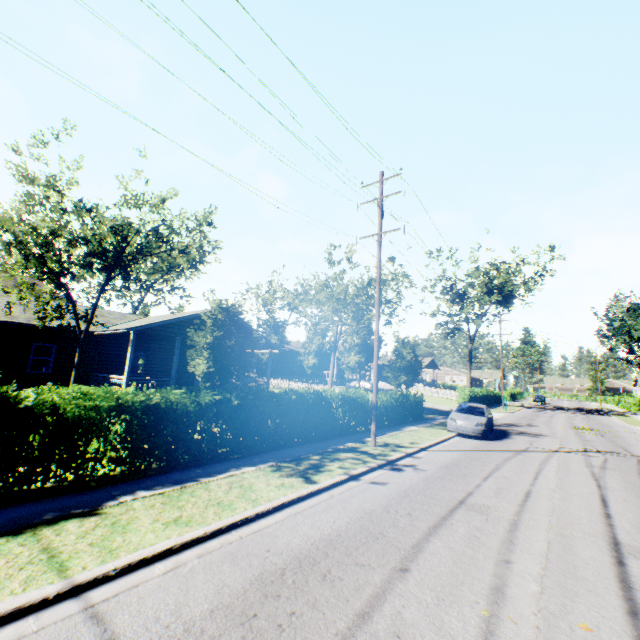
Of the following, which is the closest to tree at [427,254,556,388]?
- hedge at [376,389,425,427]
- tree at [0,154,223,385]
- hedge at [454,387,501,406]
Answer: hedge at [454,387,501,406]

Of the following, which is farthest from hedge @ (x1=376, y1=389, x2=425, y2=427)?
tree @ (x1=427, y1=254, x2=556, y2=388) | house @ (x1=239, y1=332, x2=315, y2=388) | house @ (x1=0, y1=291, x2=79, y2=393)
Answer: house @ (x1=239, y1=332, x2=315, y2=388)

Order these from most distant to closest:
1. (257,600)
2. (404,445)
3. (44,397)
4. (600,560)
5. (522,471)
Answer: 1. (404,445)
2. (522,471)
3. (44,397)
4. (600,560)
5. (257,600)

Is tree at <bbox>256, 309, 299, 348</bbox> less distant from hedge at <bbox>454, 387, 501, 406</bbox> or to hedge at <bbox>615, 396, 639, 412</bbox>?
hedge at <bbox>454, 387, 501, 406</bbox>

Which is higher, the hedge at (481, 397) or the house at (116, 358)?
the house at (116, 358)

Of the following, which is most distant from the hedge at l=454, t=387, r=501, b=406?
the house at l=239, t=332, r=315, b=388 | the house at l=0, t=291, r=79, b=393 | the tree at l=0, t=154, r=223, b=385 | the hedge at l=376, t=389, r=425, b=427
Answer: the tree at l=0, t=154, r=223, b=385

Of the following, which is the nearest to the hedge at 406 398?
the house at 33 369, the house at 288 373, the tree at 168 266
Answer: the house at 33 369

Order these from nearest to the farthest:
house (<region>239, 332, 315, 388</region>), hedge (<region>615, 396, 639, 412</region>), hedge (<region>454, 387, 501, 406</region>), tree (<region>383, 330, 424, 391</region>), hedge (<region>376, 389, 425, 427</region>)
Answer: hedge (<region>376, 389, 425, 427</region>), house (<region>239, 332, 315, 388</region>), tree (<region>383, 330, 424, 391</region>), hedge (<region>454, 387, 501, 406</region>), hedge (<region>615, 396, 639, 412</region>)
